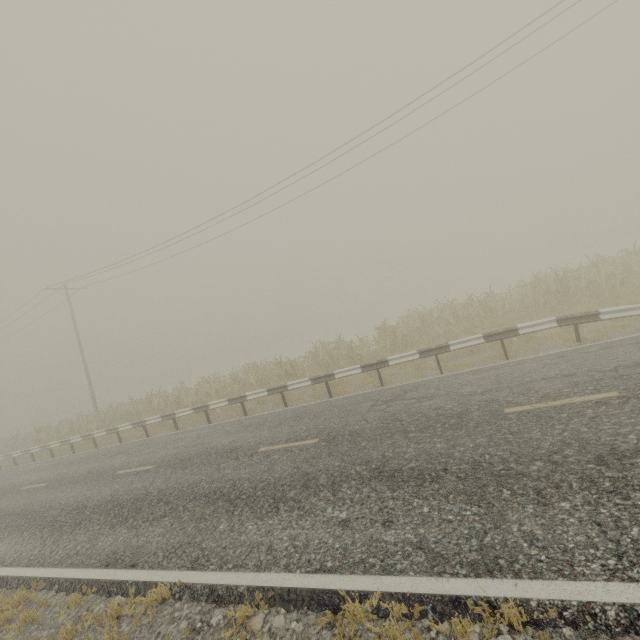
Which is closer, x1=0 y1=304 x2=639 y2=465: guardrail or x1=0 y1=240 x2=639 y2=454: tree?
x1=0 y1=304 x2=639 y2=465: guardrail

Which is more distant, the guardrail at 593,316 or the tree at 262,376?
the tree at 262,376

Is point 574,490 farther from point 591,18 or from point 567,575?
point 591,18
